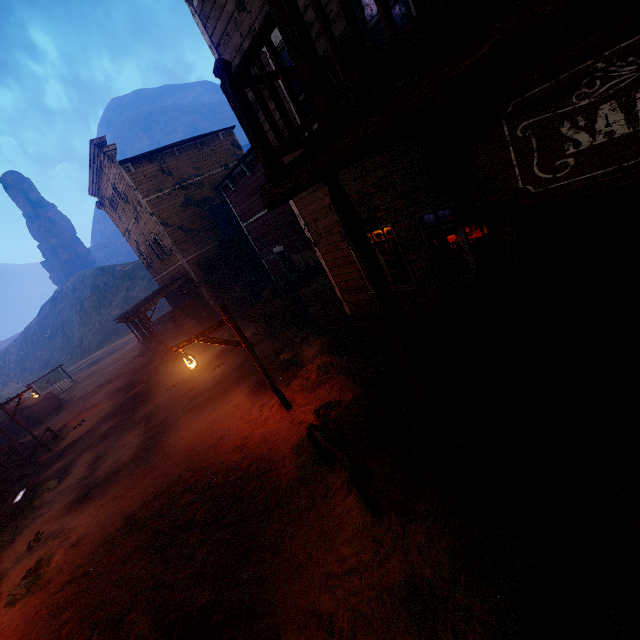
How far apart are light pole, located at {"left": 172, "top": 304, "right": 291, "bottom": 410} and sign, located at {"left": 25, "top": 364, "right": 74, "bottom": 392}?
33.9 meters

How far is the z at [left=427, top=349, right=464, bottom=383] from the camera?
6.82m

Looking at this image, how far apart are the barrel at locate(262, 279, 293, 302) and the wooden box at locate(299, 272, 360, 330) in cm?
212

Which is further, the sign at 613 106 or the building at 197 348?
the building at 197 348

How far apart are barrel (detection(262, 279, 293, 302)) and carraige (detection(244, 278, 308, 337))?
0.02m

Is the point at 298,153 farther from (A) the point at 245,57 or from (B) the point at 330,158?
(B) the point at 330,158

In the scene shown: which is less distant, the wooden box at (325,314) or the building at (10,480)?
the wooden box at (325,314)

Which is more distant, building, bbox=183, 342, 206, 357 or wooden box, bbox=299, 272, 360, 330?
building, bbox=183, 342, 206, 357
